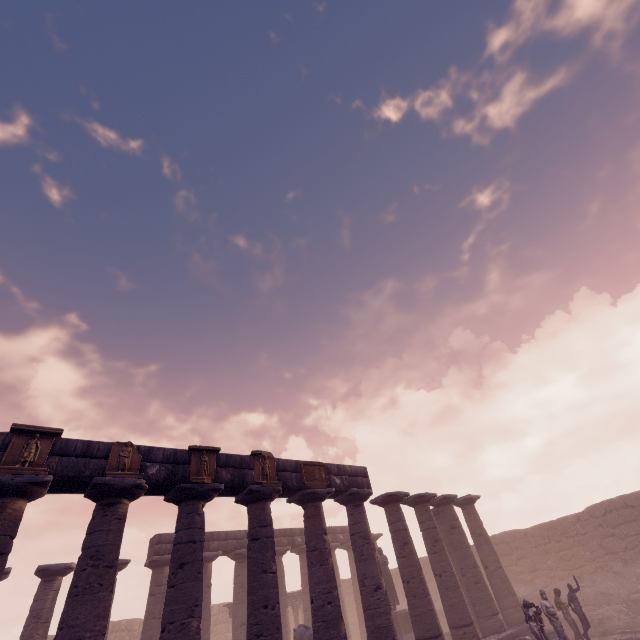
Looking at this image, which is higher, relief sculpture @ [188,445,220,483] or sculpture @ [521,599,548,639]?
relief sculpture @ [188,445,220,483]

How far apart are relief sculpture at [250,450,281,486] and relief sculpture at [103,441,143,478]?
3.5m

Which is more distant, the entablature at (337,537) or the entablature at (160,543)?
the entablature at (337,537)

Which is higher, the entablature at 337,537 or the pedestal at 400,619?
the entablature at 337,537

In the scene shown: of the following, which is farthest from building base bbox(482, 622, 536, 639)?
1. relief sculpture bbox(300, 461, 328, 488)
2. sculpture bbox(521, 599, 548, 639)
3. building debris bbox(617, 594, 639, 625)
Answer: relief sculpture bbox(300, 461, 328, 488)

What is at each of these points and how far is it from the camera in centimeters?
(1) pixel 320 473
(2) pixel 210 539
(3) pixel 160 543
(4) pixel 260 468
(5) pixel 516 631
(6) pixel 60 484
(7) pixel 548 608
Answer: (1) relief sculpture, 1273cm
(2) entablature, 1828cm
(3) entablature, 1680cm
(4) relief sculpture, 1139cm
(5) building base, 1387cm
(6) entablature, 822cm
(7) sculpture, 1246cm

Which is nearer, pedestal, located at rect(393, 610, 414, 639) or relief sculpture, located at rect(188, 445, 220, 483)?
relief sculpture, located at rect(188, 445, 220, 483)

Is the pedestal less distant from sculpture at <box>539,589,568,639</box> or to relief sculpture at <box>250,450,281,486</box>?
sculpture at <box>539,589,568,639</box>
